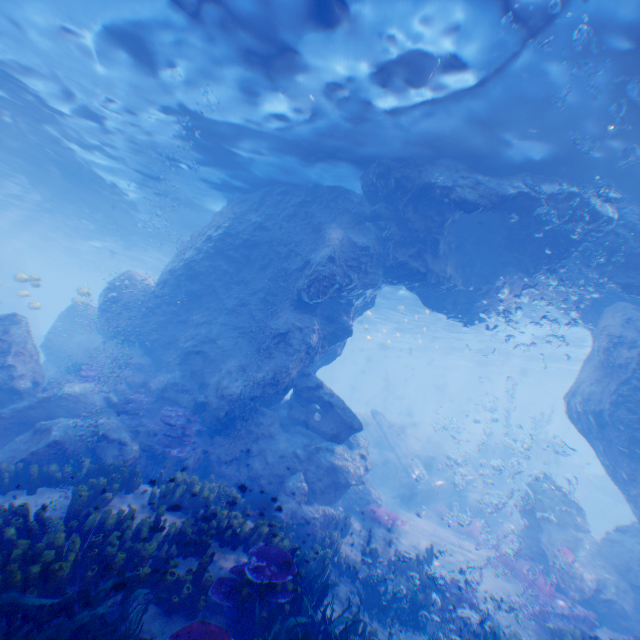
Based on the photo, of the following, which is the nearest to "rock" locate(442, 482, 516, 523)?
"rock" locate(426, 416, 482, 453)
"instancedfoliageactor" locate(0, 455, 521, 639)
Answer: "instancedfoliageactor" locate(0, 455, 521, 639)

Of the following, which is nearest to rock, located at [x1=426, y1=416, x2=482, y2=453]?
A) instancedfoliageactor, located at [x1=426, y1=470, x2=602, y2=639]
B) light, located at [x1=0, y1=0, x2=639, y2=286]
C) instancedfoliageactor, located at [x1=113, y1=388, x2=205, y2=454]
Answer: light, located at [x1=0, y1=0, x2=639, y2=286]

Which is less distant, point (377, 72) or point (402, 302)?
point (377, 72)

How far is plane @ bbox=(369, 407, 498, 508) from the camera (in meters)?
18.64

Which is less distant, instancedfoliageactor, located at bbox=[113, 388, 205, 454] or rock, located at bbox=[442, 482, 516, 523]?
instancedfoliageactor, located at bbox=[113, 388, 205, 454]

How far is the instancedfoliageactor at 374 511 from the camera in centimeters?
1334cm

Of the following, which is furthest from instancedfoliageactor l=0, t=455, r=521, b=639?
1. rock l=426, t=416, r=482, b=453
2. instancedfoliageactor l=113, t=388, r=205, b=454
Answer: rock l=426, t=416, r=482, b=453

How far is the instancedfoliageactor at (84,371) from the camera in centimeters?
1261cm
